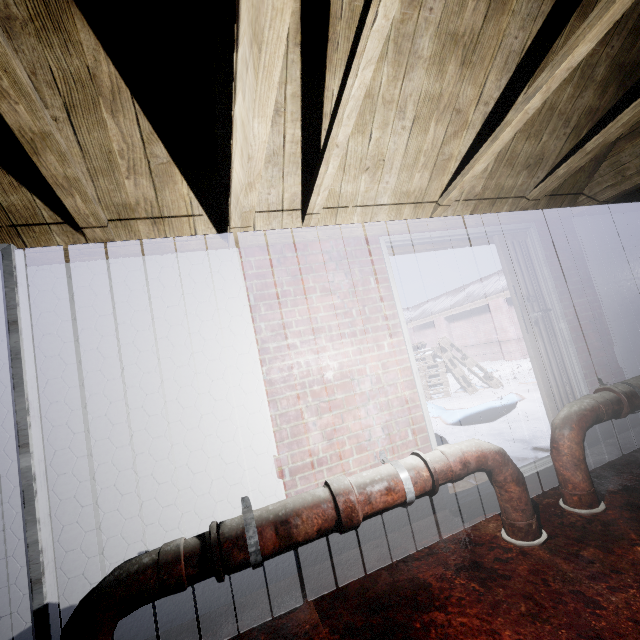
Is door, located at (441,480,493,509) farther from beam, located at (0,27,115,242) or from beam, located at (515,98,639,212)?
beam, located at (0,27,115,242)

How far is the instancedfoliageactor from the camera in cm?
680

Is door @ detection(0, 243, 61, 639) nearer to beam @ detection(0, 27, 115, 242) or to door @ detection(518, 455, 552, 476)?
beam @ detection(0, 27, 115, 242)

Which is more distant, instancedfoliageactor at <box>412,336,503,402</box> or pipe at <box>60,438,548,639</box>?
instancedfoliageactor at <box>412,336,503,402</box>

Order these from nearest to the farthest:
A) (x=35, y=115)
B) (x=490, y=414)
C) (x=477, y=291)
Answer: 1. (x=35, y=115)
2. (x=490, y=414)
3. (x=477, y=291)

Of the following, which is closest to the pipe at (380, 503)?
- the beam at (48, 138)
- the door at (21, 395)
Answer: the door at (21, 395)

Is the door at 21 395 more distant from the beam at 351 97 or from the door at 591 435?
the door at 591 435
